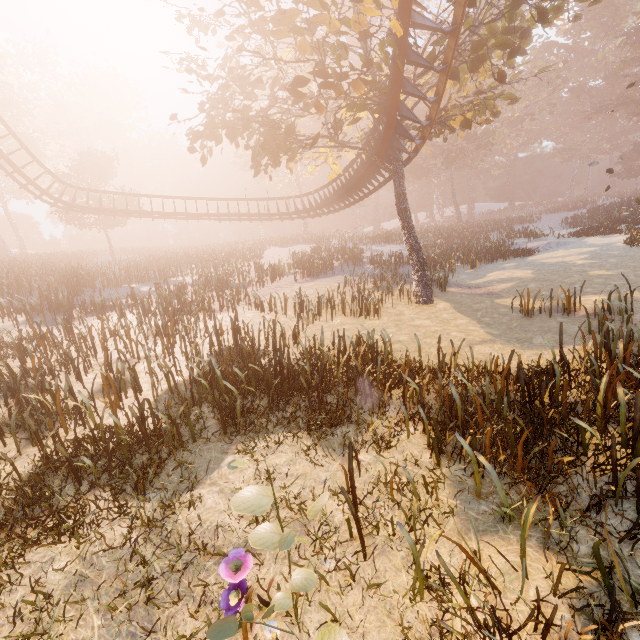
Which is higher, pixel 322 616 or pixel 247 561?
pixel 247 561

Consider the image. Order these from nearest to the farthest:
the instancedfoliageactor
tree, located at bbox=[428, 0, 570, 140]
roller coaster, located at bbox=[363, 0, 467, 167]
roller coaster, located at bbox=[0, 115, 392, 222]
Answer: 1. roller coaster, located at bbox=[363, 0, 467, 167]
2. tree, located at bbox=[428, 0, 570, 140]
3. the instancedfoliageactor
4. roller coaster, located at bbox=[0, 115, 392, 222]

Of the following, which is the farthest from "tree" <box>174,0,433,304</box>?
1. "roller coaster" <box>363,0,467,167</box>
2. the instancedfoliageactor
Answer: the instancedfoliageactor

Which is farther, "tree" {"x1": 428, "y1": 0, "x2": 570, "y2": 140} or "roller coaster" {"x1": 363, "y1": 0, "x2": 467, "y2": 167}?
"tree" {"x1": 428, "y1": 0, "x2": 570, "y2": 140}

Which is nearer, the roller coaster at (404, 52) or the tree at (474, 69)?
the roller coaster at (404, 52)
